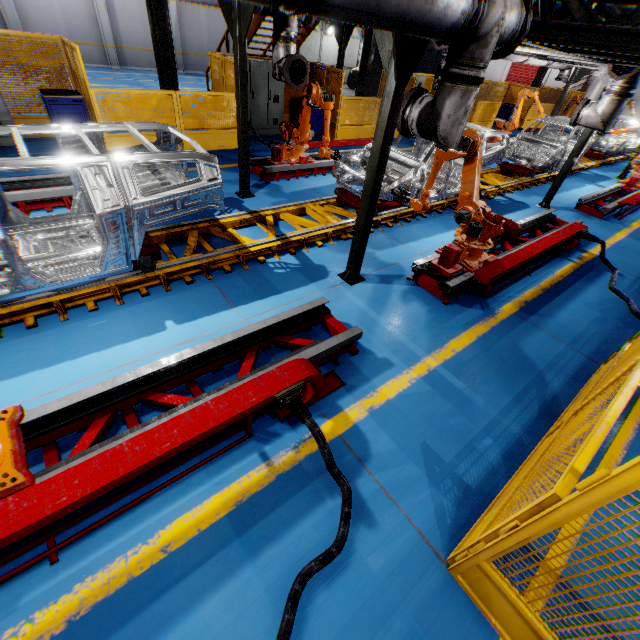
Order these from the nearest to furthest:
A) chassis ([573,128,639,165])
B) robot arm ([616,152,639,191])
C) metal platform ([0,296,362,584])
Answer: metal platform ([0,296,362,584]) < robot arm ([616,152,639,191]) < chassis ([573,128,639,165])

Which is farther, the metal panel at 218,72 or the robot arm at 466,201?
the metal panel at 218,72

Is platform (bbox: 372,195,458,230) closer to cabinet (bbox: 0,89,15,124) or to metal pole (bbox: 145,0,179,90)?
metal pole (bbox: 145,0,179,90)

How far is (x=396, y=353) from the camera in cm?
442

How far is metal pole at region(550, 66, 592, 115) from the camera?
A: 13.8 meters

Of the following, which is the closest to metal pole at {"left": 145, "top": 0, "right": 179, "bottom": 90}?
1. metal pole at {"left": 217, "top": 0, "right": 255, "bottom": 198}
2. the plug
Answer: metal pole at {"left": 217, "top": 0, "right": 255, "bottom": 198}

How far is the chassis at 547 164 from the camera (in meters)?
8.21

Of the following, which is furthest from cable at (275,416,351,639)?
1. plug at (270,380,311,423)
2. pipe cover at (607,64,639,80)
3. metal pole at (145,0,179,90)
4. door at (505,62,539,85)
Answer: door at (505,62,539,85)
